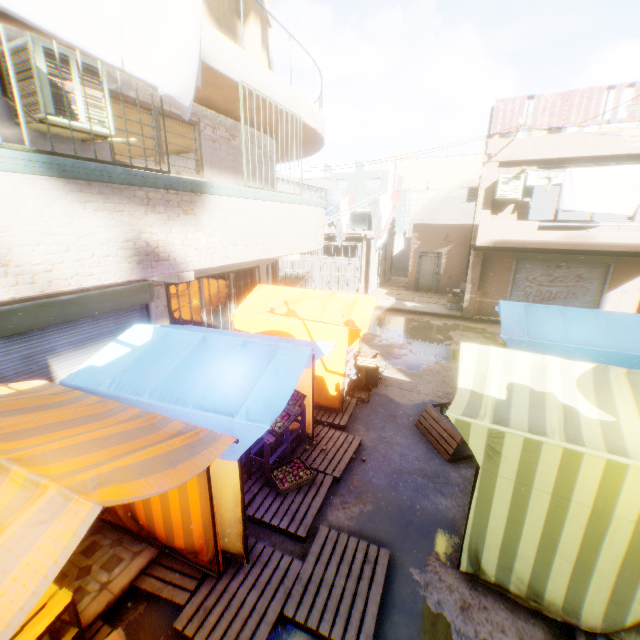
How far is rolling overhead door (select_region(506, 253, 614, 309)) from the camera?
12.98m

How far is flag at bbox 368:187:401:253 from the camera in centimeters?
1048cm

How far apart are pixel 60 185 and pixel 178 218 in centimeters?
150cm

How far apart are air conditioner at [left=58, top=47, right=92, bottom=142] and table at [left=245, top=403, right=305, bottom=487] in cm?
433

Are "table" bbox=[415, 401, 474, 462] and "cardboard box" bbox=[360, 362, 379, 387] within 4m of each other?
yes

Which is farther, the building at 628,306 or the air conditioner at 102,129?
the building at 628,306

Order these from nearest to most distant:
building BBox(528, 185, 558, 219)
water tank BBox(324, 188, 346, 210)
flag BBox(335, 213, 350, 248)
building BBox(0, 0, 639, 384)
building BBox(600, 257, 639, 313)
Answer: building BBox(0, 0, 639, 384)
building BBox(600, 257, 639, 313)
flag BBox(335, 213, 350, 248)
building BBox(528, 185, 558, 219)
water tank BBox(324, 188, 346, 210)
